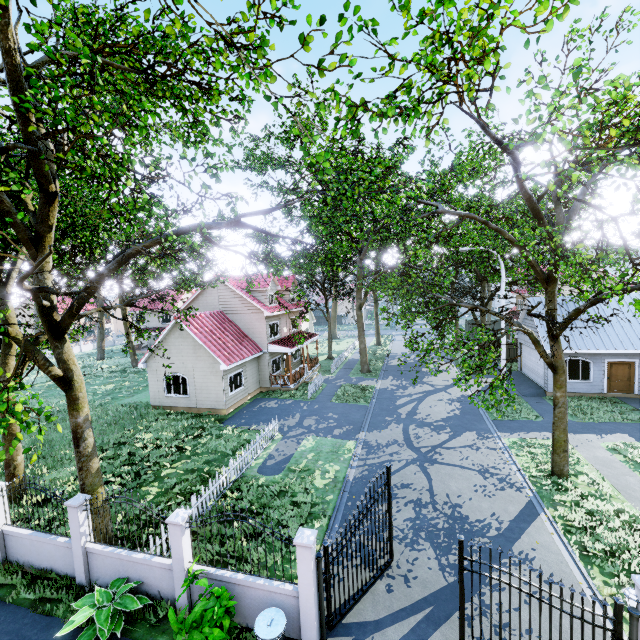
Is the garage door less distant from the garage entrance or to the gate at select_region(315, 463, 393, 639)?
the garage entrance

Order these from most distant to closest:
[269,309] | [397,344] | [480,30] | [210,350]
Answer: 1. [397,344]
2. [269,309]
3. [210,350]
4. [480,30]

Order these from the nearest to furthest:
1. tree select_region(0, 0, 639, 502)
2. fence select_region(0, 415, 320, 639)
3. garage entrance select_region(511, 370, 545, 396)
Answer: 1. tree select_region(0, 0, 639, 502)
2. fence select_region(0, 415, 320, 639)
3. garage entrance select_region(511, 370, 545, 396)

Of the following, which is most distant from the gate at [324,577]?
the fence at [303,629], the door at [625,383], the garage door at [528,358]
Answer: the door at [625,383]

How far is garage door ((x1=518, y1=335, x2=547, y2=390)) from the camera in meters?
21.8 m

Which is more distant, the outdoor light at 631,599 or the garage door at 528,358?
the garage door at 528,358

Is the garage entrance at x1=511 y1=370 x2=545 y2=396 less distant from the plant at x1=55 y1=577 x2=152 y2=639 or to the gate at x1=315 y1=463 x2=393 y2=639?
the gate at x1=315 y1=463 x2=393 y2=639

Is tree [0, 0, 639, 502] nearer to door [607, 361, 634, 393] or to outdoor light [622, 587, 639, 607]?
door [607, 361, 634, 393]
